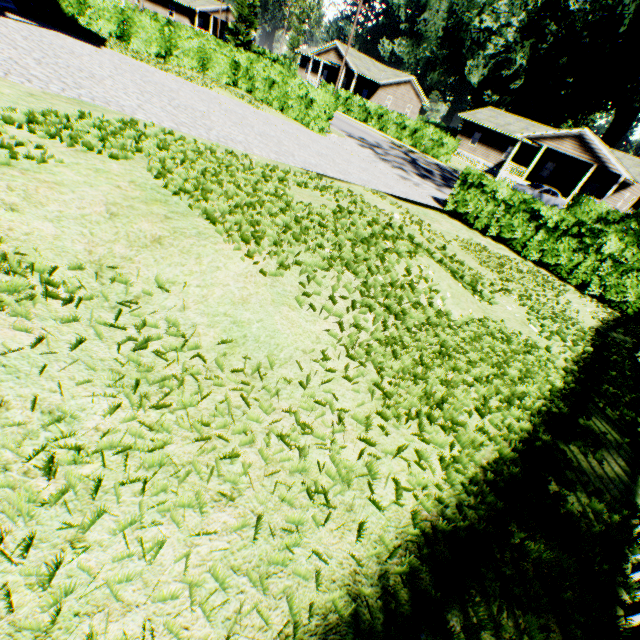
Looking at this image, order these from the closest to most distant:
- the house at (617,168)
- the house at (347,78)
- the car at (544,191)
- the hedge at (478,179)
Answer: the hedge at (478,179) < the car at (544,191) < the house at (617,168) < the house at (347,78)

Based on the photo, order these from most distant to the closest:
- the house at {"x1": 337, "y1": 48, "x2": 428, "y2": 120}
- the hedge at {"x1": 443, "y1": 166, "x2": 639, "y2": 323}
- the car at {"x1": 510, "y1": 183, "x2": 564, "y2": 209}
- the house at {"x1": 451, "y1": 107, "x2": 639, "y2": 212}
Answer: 1. the house at {"x1": 337, "y1": 48, "x2": 428, "y2": 120}
2. the house at {"x1": 451, "y1": 107, "x2": 639, "y2": 212}
3. the car at {"x1": 510, "y1": 183, "x2": 564, "y2": 209}
4. the hedge at {"x1": 443, "y1": 166, "x2": 639, "y2": 323}

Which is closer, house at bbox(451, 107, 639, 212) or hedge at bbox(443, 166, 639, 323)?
hedge at bbox(443, 166, 639, 323)

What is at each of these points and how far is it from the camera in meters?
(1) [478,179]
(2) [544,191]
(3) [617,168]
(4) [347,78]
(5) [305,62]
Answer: (1) hedge, 12.2 m
(2) car, 27.7 m
(3) house, 28.7 m
(4) house, 48.5 m
(5) house, 54.4 m

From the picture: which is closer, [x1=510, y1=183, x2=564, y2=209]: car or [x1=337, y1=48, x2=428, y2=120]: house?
[x1=510, y1=183, x2=564, y2=209]: car

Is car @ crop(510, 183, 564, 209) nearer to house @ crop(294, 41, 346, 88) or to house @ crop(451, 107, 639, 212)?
house @ crop(451, 107, 639, 212)

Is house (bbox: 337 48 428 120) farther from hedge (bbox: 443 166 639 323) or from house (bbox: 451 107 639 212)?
hedge (bbox: 443 166 639 323)

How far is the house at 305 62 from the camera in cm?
4291
